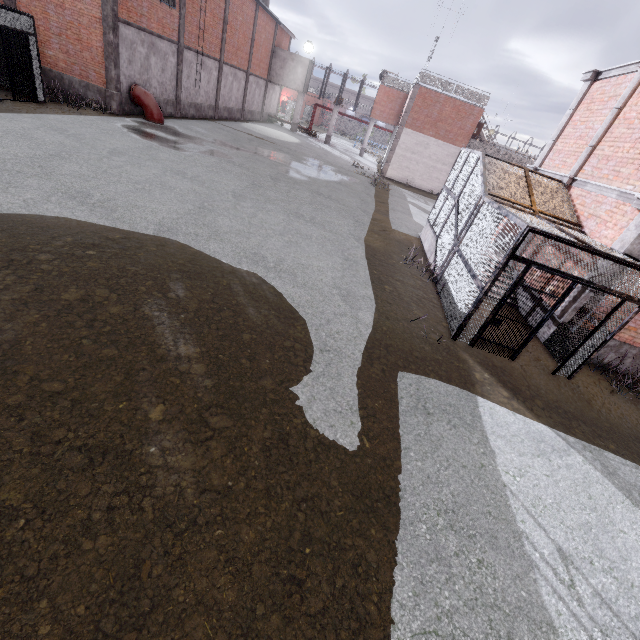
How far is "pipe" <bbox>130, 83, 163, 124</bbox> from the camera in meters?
17.4 m

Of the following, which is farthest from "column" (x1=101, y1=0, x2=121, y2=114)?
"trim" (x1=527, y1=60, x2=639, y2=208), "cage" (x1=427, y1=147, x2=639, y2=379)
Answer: "trim" (x1=527, y1=60, x2=639, y2=208)

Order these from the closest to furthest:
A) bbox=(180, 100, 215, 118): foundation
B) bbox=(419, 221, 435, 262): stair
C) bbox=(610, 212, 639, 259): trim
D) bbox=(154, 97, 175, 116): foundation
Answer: bbox=(610, 212, 639, 259): trim, bbox=(419, 221, 435, 262): stair, bbox=(154, 97, 175, 116): foundation, bbox=(180, 100, 215, 118): foundation

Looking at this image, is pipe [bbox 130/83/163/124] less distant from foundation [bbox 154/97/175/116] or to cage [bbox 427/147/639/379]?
foundation [bbox 154/97/175/116]

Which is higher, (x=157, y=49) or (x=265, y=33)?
(x=265, y=33)

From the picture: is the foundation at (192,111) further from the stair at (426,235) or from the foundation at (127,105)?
the stair at (426,235)

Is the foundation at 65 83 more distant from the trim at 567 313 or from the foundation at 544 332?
the foundation at 544 332

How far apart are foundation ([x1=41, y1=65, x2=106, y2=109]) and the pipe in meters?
1.1
